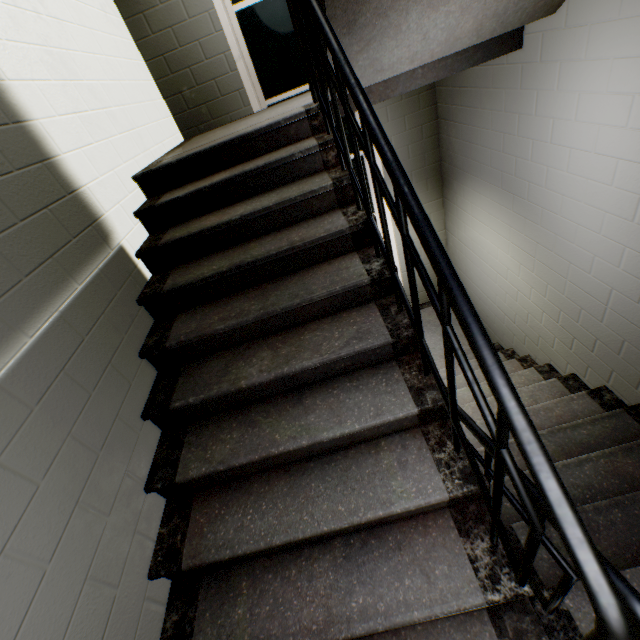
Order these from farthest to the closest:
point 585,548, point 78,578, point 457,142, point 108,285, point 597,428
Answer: point 457,142 → point 597,428 → point 108,285 → point 78,578 → point 585,548

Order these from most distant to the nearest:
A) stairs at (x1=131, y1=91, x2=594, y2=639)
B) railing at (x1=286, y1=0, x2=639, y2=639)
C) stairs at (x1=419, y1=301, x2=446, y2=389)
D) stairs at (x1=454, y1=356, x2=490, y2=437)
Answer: stairs at (x1=419, y1=301, x2=446, y2=389)
stairs at (x1=454, y1=356, x2=490, y2=437)
stairs at (x1=131, y1=91, x2=594, y2=639)
railing at (x1=286, y1=0, x2=639, y2=639)

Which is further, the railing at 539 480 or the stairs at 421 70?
the stairs at 421 70

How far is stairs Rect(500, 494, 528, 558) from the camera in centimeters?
164cm

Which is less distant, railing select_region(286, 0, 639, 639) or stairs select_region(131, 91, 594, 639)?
railing select_region(286, 0, 639, 639)

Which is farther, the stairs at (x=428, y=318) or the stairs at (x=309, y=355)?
the stairs at (x=428, y=318)
